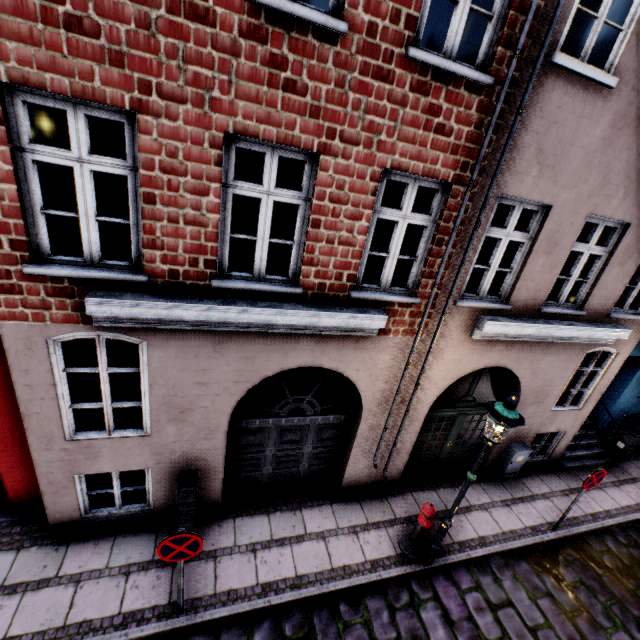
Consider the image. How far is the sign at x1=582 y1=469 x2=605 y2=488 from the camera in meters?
6.4 m

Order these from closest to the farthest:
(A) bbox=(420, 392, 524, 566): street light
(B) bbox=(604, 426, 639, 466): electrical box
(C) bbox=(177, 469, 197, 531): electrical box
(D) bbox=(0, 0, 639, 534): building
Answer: (D) bbox=(0, 0, 639, 534): building < (A) bbox=(420, 392, 524, 566): street light < (C) bbox=(177, 469, 197, 531): electrical box < (B) bbox=(604, 426, 639, 466): electrical box

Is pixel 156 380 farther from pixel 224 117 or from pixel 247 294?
pixel 224 117

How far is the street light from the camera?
4.5m

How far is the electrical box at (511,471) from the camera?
7.96m

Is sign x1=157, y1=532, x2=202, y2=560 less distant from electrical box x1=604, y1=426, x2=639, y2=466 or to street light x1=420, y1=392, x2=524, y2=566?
street light x1=420, y1=392, x2=524, y2=566

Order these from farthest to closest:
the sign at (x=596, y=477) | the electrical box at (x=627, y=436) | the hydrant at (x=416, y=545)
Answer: the electrical box at (x=627, y=436) → the sign at (x=596, y=477) → the hydrant at (x=416, y=545)

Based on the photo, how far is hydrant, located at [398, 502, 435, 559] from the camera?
5.8 meters
